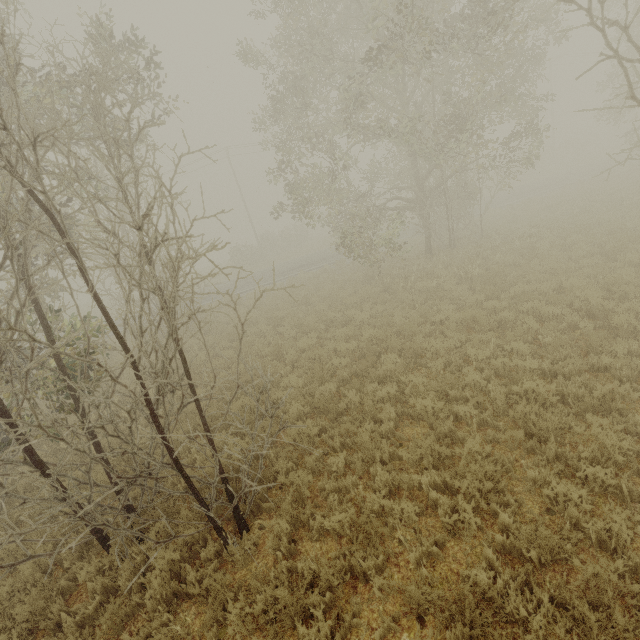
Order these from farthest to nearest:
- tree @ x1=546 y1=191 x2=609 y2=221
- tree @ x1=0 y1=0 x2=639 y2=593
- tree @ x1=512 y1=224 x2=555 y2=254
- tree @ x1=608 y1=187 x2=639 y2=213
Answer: tree @ x1=546 y1=191 x2=609 y2=221, tree @ x1=608 y1=187 x2=639 y2=213, tree @ x1=512 y1=224 x2=555 y2=254, tree @ x1=0 y1=0 x2=639 y2=593

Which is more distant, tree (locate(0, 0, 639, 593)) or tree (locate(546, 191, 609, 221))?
tree (locate(546, 191, 609, 221))

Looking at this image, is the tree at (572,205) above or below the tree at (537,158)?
below

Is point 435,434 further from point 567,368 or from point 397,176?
point 397,176
